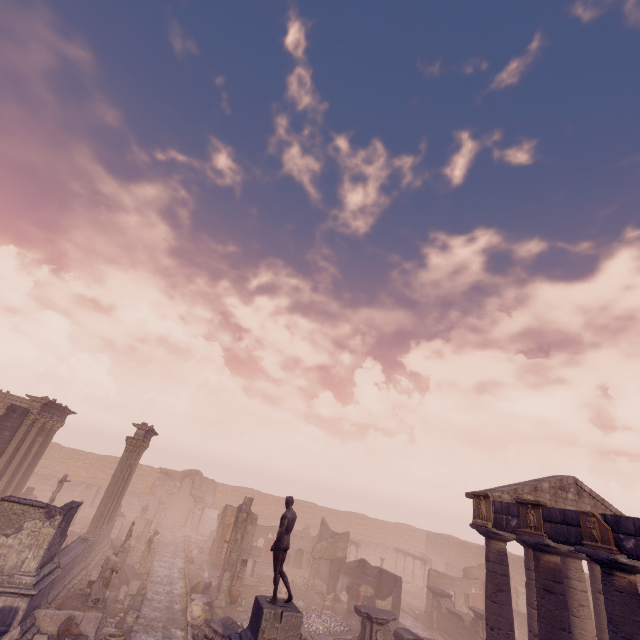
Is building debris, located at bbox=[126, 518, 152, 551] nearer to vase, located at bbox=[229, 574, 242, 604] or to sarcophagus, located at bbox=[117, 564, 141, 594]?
sarcophagus, located at bbox=[117, 564, 141, 594]

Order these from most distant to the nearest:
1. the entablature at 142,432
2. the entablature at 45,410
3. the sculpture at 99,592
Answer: the entablature at 142,432
the entablature at 45,410
the sculpture at 99,592

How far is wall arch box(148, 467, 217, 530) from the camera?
36.6m

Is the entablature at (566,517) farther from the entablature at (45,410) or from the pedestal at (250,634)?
the entablature at (45,410)

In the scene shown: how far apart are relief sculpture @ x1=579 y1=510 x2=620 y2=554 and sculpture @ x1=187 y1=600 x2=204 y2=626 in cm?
1572

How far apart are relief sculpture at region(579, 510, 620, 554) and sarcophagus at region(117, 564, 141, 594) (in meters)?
20.04

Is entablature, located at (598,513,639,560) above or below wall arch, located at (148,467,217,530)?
above

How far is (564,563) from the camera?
14.1m
